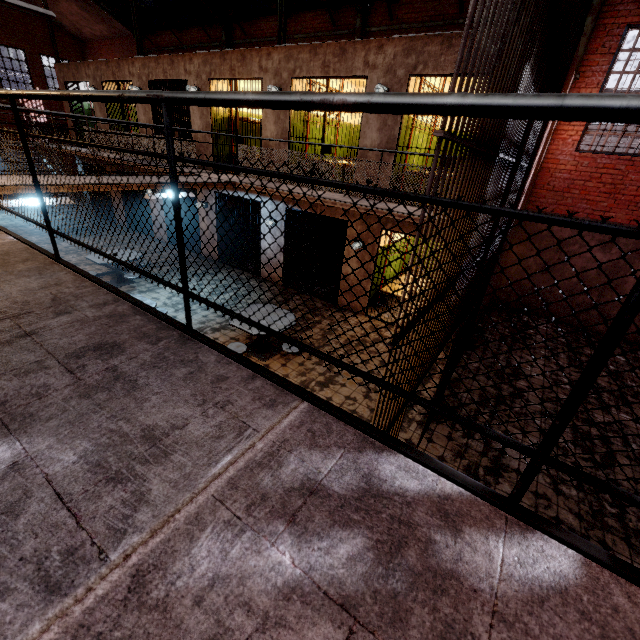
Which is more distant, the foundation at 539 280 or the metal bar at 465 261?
the foundation at 539 280

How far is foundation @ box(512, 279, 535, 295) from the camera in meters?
9.9

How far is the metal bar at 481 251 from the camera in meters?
→ 3.3

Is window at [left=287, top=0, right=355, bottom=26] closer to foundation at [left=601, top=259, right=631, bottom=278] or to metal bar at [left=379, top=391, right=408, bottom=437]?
metal bar at [left=379, top=391, right=408, bottom=437]

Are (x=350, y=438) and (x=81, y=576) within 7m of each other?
yes

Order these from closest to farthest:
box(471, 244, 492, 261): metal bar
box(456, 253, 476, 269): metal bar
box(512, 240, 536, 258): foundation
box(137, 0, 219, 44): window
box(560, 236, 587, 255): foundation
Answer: box(456, 253, 476, 269): metal bar → box(471, 244, 492, 261): metal bar → box(560, 236, 587, 255): foundation → box(512, 240, 536, 258): foundation → box(137, 0, 219, 44): window

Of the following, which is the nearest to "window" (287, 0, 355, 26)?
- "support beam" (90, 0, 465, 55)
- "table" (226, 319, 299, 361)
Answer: "support beam" (90, 0, 465, 55)
